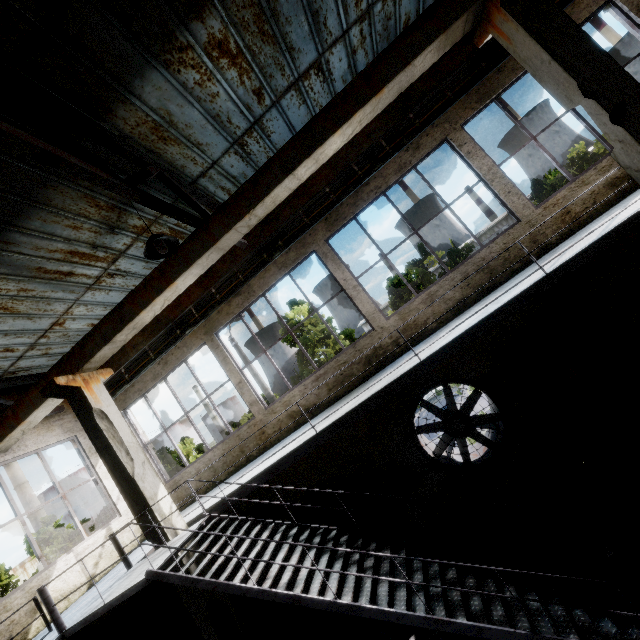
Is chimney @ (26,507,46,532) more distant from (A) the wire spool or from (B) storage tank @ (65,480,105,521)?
(A) the wire spool

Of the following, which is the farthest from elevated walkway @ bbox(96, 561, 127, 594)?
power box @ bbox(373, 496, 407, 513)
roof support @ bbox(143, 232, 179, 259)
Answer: roof support @ bbox(143, 232, 179, 259)

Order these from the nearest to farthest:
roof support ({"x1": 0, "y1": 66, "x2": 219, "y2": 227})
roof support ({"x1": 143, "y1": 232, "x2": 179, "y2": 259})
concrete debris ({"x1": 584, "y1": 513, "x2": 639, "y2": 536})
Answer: roof support ({"x1": 0, "y1": 66, "x2": 219, "y2": 227}) < roof support ({"x1": 143, "y1": 232, "x2": 179, "y2": 259}) < concrete debris ({"x1": 584, "y1": 513, "x2": 639, "y2": 536})

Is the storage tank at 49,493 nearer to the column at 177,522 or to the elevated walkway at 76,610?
the elevated walkway at 76,610

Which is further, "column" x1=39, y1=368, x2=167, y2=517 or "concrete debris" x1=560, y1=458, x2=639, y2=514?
"column" x1=39, y1=368, x2=167, y2=517

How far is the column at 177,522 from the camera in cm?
608

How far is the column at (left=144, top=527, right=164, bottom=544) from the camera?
6.0m

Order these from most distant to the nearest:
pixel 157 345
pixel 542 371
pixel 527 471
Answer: pixel 157 345
pixel 527 471
pixel 542 371
